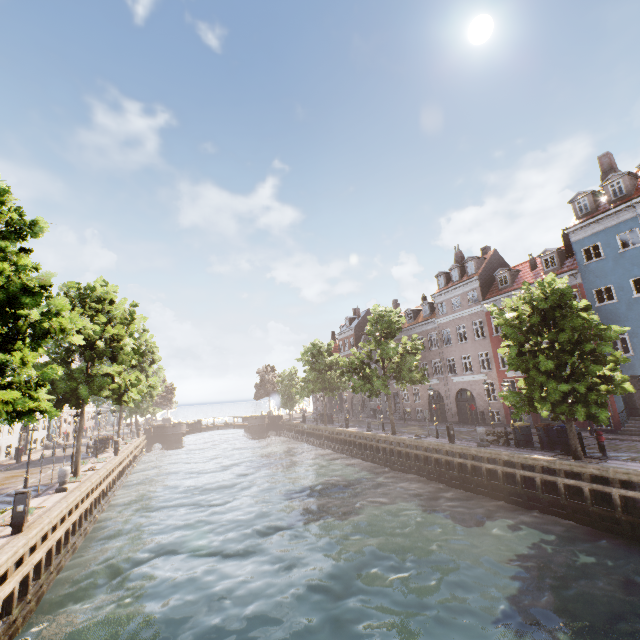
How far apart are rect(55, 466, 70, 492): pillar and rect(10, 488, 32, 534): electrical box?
5.7m

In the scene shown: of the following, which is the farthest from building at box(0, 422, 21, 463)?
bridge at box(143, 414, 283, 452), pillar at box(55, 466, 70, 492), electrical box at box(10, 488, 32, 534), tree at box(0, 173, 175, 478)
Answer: pillar at box(55, 466, 70, 492)

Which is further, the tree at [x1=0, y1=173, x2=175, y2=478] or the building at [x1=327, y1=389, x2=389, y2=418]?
the building at [x1=327, y1=389, x2=389, y2=418]

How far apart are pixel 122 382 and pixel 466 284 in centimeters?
2973cm

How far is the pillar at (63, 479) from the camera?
15.6m

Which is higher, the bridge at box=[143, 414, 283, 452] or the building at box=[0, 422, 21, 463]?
the building at box=[0, 422, 21, 463]

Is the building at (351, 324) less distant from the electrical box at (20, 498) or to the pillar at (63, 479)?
the electrical box at (20, 498)

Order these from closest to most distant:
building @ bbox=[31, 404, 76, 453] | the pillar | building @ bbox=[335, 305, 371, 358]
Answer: the pillar → building @ bbox=[31, 404, 76, 453] → building @ bbox=[335, 305, 371, 358]
